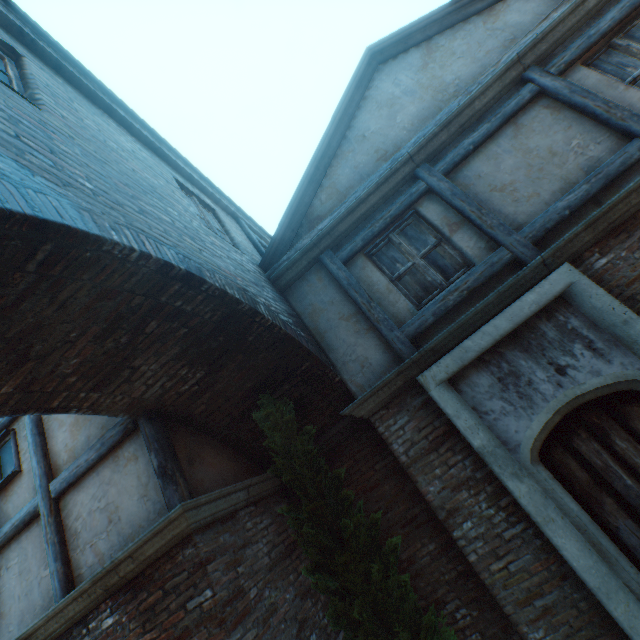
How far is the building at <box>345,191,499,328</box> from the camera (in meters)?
4.58

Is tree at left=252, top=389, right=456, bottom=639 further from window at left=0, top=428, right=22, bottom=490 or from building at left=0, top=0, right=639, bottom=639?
window at left=0, top=428, right=22, bottom=490

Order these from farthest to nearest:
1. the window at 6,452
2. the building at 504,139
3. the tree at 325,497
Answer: the window at 6,452 < the building at 504,139 < the tree at 325,497

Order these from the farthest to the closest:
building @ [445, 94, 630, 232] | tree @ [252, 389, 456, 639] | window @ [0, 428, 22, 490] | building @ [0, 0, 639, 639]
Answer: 1. window @ [0, 428, 22, 490]
2. building @ [445, 94, 630, 232]
3. tree @ [252, 389, 456, 639]
4. building @ [0, 0, 639, 639]

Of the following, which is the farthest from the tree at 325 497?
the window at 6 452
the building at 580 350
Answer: the window at 6 452

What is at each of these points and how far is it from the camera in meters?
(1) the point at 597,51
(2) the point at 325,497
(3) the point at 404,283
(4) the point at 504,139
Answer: (1) building, 4.5
(2) tree, 3.9
(3) building, 4.9
(4) building, 4.7

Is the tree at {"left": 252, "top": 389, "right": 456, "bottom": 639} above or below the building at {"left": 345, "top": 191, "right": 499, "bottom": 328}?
below
